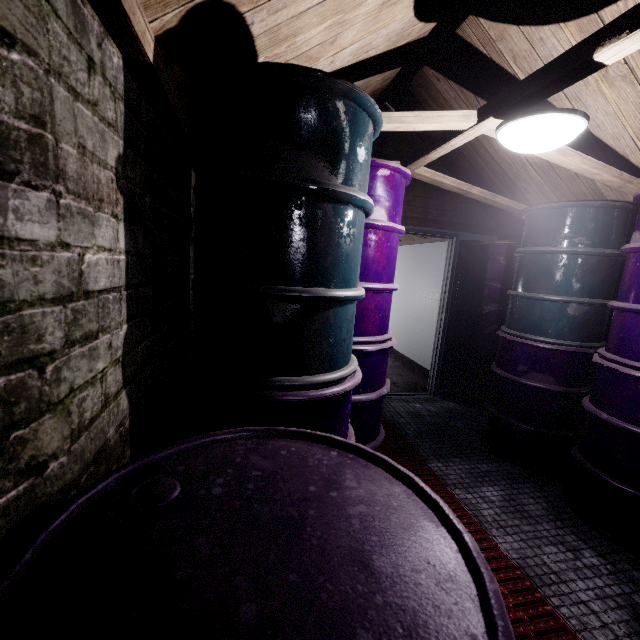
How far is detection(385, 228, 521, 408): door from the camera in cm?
350

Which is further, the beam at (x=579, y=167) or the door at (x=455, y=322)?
the door at (x=455, y=322)

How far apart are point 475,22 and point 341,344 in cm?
232

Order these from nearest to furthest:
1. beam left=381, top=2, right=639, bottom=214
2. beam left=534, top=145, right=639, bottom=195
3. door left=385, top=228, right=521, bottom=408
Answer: beam left=381, top=2, right=639, bottom=214, beam left=534, top=145, right=639, bottom=195, door left=385, top=228, right=521, bottom=408

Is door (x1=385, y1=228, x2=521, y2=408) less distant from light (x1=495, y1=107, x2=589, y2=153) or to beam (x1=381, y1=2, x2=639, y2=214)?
beam (x1=381, y1=2, x2=639, y2=214)

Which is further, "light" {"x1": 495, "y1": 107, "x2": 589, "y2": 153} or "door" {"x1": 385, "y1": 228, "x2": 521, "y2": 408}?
"door" {"x1": 385, "y1": 228, "x2": 521, "y2": 408}

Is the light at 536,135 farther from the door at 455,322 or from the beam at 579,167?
the door at 455,322

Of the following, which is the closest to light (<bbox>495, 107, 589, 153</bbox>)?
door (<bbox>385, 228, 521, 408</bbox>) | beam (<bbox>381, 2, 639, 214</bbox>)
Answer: beam (<bbox>381, 2, 639, 214</bbox>)
